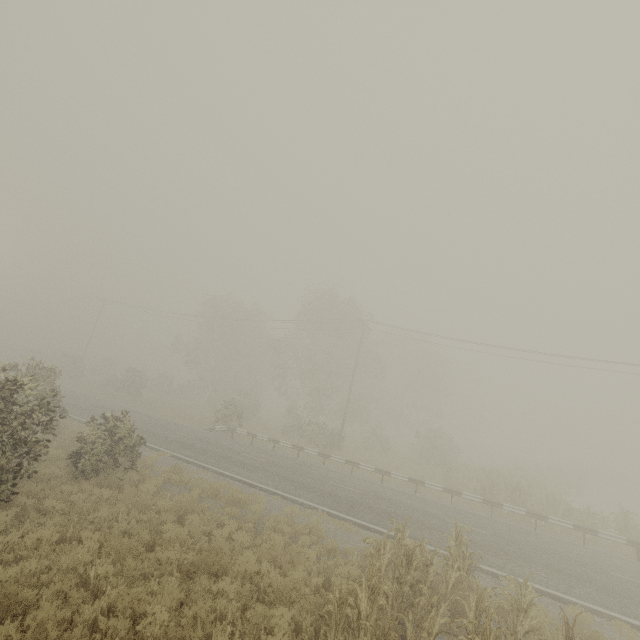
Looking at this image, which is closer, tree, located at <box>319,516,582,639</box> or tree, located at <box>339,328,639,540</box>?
tree, located at <box>319,516,582,639</box>

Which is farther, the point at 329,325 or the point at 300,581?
the point at 329,325

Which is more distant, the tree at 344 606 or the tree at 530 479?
the tree at 530 479
